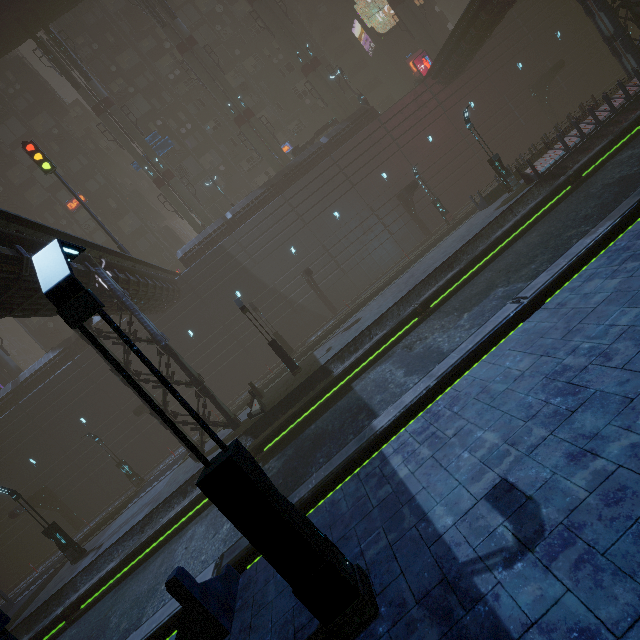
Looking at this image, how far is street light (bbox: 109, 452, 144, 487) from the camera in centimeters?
2464cm

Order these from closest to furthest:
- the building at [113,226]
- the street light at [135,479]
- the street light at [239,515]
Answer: the street light at [239,515] → the street light at [135,479] → the building at [113,226]

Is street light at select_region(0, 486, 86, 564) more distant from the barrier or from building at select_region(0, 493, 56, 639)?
the barrier

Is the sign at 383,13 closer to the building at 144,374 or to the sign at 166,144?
the building at 144,374

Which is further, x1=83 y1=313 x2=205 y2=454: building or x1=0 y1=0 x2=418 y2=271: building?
x1=0 y1=0 x2=418 y2=271: building

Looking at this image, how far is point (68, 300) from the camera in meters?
3.4

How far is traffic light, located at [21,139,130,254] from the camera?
20.7 meters

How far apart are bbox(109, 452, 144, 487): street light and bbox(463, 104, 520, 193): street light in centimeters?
3309cm
